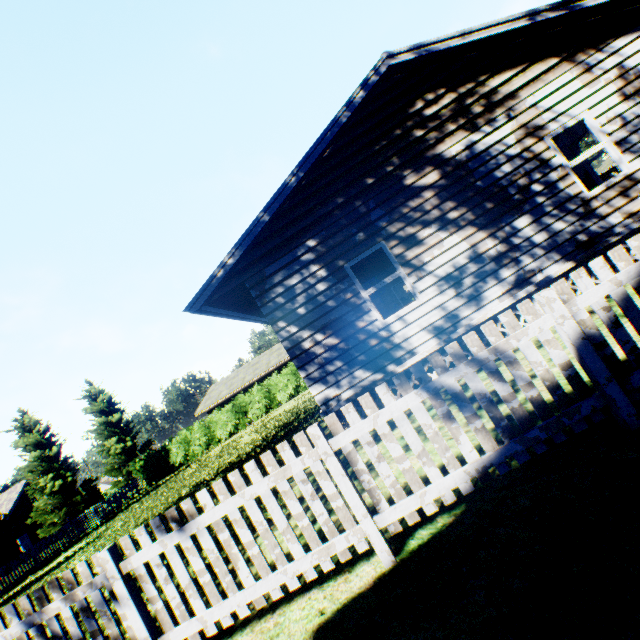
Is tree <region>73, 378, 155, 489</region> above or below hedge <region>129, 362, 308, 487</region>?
above

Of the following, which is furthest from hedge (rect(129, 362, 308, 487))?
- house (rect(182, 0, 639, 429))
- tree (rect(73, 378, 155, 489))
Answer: tree (rect(73, 378, 155, 489))

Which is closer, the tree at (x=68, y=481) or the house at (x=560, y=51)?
the house at (x=560, y=51)

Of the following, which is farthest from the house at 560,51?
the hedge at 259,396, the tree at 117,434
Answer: the tree at 117,434

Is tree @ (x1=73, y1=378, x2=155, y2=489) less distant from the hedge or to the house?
the hedge

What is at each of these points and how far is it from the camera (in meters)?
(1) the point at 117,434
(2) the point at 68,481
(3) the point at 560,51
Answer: (1) tree, 32.50
(2) tree, 24.70
(3) house, 6.88
